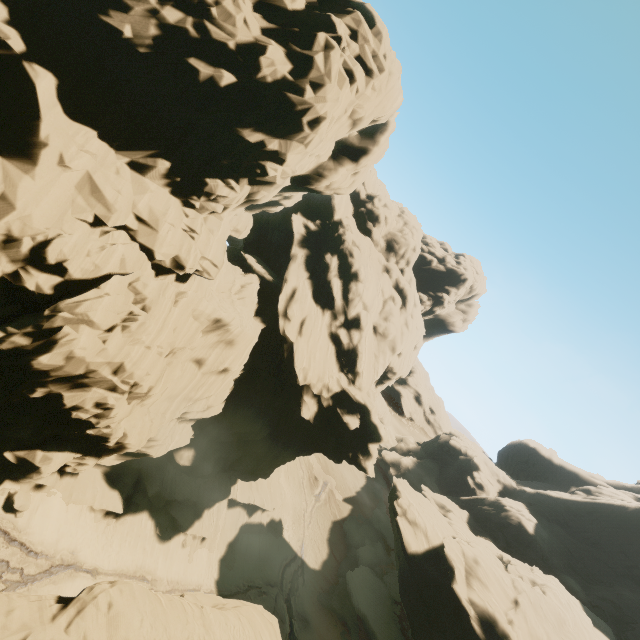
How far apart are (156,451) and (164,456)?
4.6 meters

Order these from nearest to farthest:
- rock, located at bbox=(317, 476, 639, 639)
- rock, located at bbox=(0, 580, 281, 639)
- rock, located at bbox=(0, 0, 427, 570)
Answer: rock, located at bbox=(0, 580, 281, 639) < rock, located at bbox=(0, 0, 427, 570) < rock, located at bbox=(317, 476, 639, 639)

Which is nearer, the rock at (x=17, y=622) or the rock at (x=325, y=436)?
the rock at (x=17, y=622)

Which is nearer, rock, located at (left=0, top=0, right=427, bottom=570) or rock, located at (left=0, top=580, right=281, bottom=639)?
rock, located at (left=0, top=580, right=281, bottom=639)

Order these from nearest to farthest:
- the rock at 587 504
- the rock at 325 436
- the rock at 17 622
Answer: the rock at 17 622 → the rock at 325 436 → the rock at 587 504
